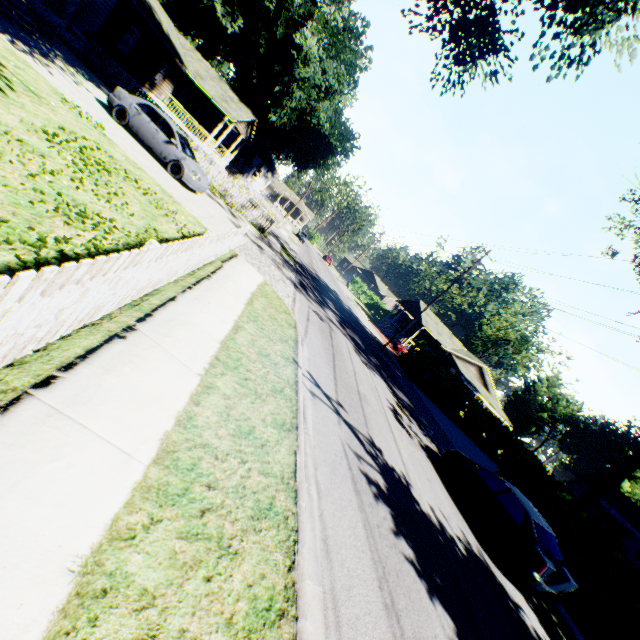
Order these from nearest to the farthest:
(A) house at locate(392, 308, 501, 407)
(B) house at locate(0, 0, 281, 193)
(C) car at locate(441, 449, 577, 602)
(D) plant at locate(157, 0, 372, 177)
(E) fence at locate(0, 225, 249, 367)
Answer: (E) fence at locate(0, 225, 249, 367)
(C) car at locate(441, 449, 577, 602)
(B) house at locate(0, 0, 281, 193)
(D) plant at locate(157, 0, 372, 177)
(A) house at locate(392, 308, 501, 407)

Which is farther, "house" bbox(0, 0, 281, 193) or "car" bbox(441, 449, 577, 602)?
"house" bbox(0, 0, 281, 193)

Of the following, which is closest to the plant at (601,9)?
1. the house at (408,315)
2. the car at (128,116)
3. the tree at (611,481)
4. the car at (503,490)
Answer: the car at (128,116)

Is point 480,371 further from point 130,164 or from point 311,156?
point 130,164

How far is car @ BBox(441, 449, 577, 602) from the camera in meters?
8.4 m

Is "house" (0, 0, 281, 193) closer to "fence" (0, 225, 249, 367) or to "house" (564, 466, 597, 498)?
"fence" (0, 225, 249, 367)

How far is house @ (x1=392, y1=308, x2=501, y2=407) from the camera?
40.06m

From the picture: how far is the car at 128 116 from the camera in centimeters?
1328cm
